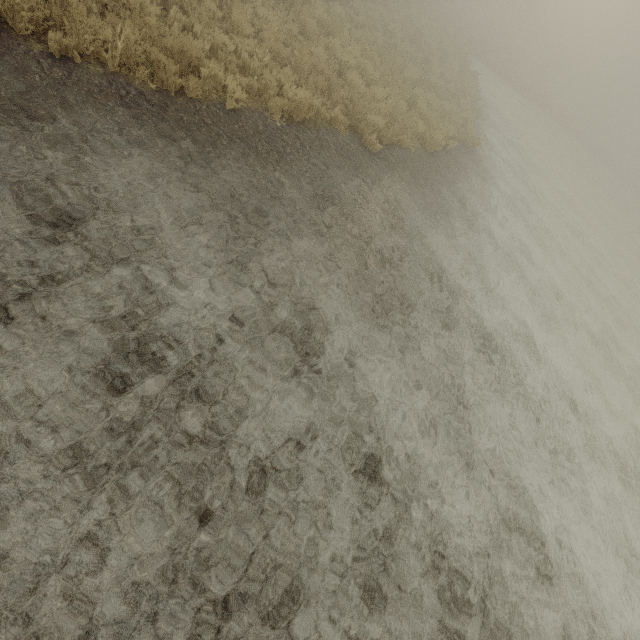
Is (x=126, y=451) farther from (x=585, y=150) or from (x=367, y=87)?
(x=585, y=150)
